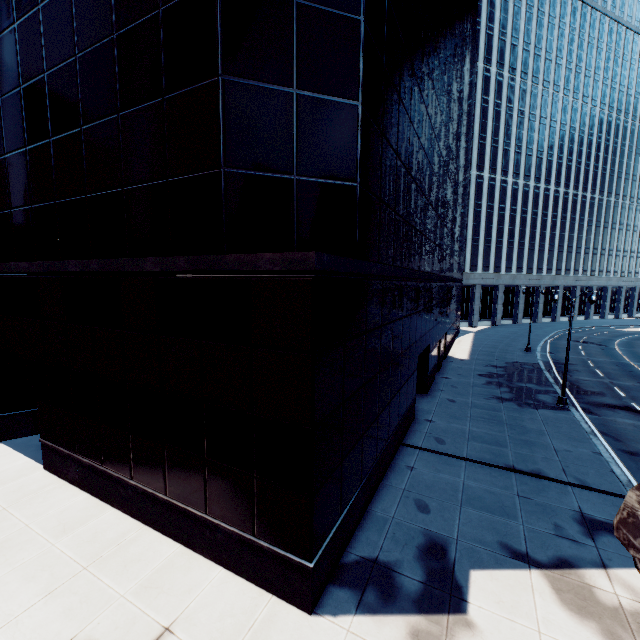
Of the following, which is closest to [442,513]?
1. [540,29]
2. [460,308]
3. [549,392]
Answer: [549,392]

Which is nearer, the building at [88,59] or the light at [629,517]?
A: the light at [629,517]

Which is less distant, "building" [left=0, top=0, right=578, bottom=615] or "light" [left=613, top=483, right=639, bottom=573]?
"light" [left=613, top=483, right=639, bottom=573]
